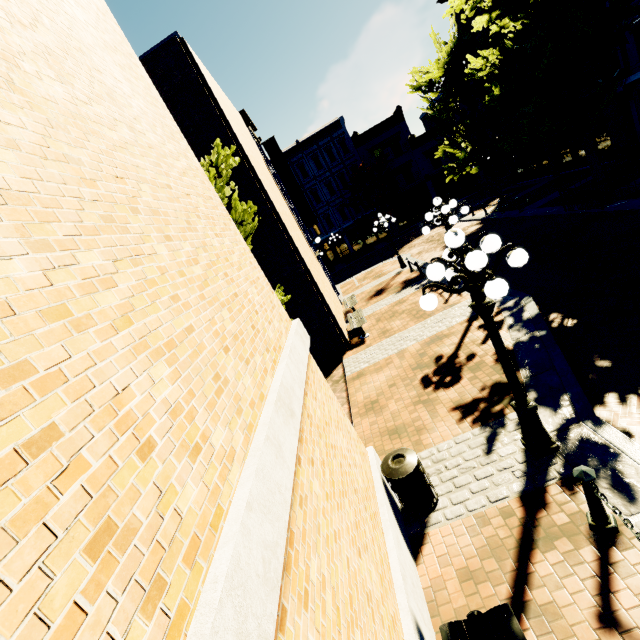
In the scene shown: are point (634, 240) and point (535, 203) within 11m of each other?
→ yes

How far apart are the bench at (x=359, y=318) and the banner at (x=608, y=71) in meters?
16.3

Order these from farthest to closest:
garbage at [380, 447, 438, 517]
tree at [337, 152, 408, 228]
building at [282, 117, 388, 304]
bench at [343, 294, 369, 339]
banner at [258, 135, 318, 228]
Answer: building at [282, 117, 388, 304] < tree at [337, 152, 408, 228] < banner at [258, 135, 318, 228] < bench at [343, 294, 369, 339] < garbage at [380, 447, 438, 517]

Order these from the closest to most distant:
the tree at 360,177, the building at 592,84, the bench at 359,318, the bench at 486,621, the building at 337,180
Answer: the bench at 486,621 → the bench at 359,318 → the building at 592,84 → the tree at 360,177 → the building at 337,180

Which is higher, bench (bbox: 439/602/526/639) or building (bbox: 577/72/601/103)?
building (bbox: 577/72/601/103)

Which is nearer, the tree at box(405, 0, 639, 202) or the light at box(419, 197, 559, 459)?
the light at box(419, 197, 559, 459)

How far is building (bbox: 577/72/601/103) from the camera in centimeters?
1622cm
